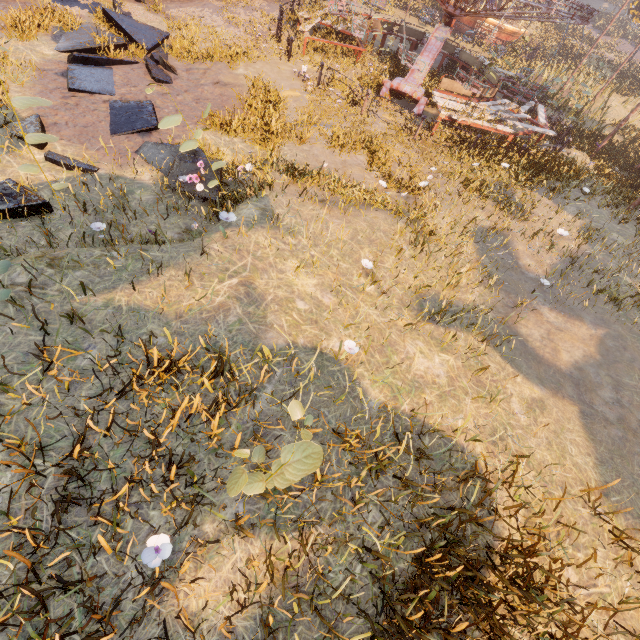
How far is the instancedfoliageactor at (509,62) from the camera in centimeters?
1994cm

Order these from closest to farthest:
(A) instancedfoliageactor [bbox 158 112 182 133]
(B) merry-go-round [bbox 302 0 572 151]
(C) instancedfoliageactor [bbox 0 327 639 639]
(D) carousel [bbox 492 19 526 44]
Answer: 1. (C) instancedfoliageactor [bbox 0 327 639 639]
2. (A) instancedfoliageactor [bbox 158 112 182 133]
3. (B) merry-go-round [bbox 302 0 572 151]
4. (D) carousel [bbox 492 19 526 44]

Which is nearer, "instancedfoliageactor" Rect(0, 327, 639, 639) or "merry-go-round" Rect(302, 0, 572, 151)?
"instancedfoliageactor" Rect(0, 327, 639, 639)

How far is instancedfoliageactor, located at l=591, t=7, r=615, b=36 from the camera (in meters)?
38.56

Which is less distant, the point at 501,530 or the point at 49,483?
the point at 49,483

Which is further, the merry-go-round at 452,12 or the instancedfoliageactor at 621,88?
the instancedfoliageactor at 621,88

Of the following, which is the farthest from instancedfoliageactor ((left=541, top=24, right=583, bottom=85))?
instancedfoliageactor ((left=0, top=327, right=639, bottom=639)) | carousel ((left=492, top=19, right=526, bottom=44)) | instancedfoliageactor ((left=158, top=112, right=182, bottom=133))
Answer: instancedfoliageactor ((left=0, top=327, right=639, bottom=639))

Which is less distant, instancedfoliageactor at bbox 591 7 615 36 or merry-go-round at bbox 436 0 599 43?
merry-go-round at bbox 436 0 599 43
